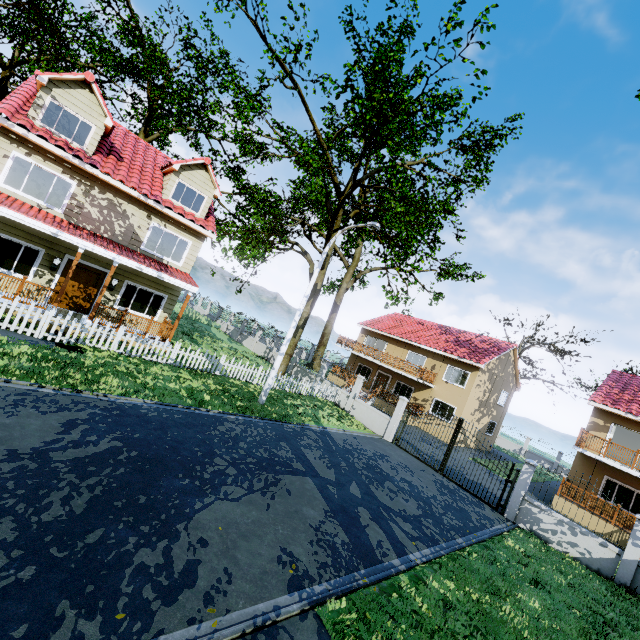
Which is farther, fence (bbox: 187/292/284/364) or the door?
fence (bbox: 187/292/284/364)

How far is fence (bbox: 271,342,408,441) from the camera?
17.8m

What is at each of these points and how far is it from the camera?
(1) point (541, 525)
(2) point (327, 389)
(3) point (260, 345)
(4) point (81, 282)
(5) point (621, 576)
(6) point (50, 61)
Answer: (1) fence, 12.3 meters
(2) fence, 21.9 meters
(3) fence, 29.2 meters
(4) door, 14.0 meters
(5) fence, 10.5 meters
(6) tree, 22.4 meters

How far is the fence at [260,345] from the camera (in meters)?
27.62

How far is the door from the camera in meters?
13.8

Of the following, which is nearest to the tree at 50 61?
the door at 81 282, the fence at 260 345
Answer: the fence at 260 345

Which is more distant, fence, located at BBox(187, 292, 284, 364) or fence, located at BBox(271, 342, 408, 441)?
fence, located at BBox(187, 292, 284, 364)

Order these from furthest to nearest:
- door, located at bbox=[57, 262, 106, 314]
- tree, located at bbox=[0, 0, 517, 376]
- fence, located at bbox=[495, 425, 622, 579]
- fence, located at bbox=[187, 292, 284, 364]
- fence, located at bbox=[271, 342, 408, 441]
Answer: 1. fence, located at bbox=[187, 292, 284, 364]
2. fence, located at bbox=[271, 342, 408, 441]
3. door, located at bbox=[57, 262, 106, 314]
4. tree, located at bbox=[0, 0, 517, 376]
5. fence, located at bbox=[495, 425, 622, 579]
